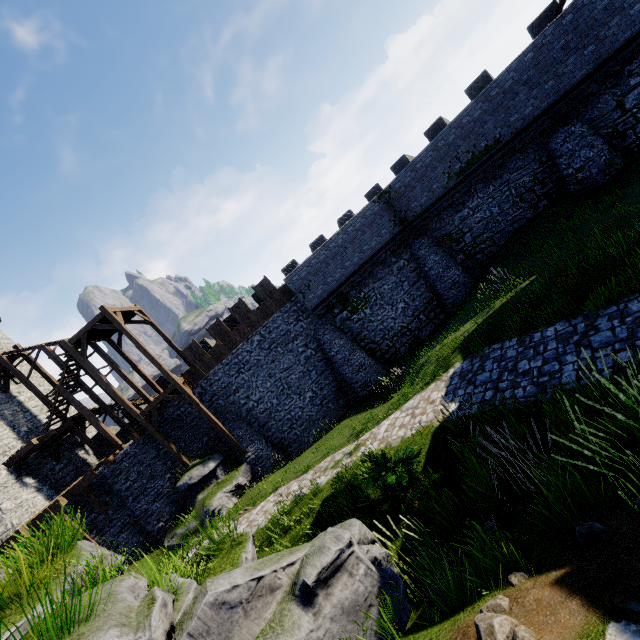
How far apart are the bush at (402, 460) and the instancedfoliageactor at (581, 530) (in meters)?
3.64

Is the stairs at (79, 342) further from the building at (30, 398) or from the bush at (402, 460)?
the bush at (402, 460)

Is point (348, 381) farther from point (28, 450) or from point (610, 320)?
point (28, 450)

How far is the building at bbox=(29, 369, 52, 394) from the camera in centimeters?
2391cm

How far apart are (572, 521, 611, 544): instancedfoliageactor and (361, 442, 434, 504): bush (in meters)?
3.64

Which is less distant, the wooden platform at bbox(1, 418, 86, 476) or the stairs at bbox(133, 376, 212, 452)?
the wooden platform at bbox(1, 418, 86, 476)

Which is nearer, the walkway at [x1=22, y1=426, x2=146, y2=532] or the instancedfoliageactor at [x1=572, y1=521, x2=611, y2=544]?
the instancedfoliageactor at [x1=572, y1=521, x2=611, y2=544]

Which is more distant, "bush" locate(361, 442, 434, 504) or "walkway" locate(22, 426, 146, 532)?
"walkway" locate(22, 426, 146, 532)
